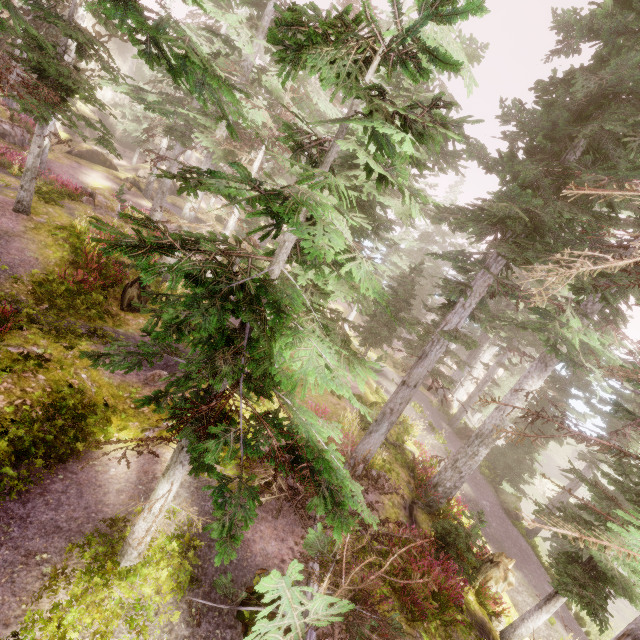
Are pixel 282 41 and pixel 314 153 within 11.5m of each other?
no

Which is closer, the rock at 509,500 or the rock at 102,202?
the rock at 102,202

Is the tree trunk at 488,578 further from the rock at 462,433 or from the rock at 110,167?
the rock at 110,167

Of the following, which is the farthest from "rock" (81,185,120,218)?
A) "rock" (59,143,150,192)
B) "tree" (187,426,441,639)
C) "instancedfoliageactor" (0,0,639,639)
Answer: "tree" (187,426,441,639)

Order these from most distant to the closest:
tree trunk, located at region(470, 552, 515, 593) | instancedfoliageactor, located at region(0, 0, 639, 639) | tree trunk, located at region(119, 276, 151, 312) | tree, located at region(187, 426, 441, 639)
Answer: tree trunk, located at region(119, 276, 151, 312) → tree trunk, located at region(470, 552, 515, 593) → tree, located at region(187, 426, 441, 639) → instancedfoliageactor, located at region(0, 0, 639, 639)

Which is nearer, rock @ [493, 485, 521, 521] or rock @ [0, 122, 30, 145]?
rock @ [493, 485, 521, 521]

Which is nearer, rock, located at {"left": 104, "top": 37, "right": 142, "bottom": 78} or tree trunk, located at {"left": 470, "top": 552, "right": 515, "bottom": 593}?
tree trunk, located at {"left": 470, "top": 552, "right": 515, "bottom": 593}

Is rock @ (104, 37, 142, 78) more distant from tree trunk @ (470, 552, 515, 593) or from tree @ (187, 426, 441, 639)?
tree trunk @ (470, 552, 515, 593)
